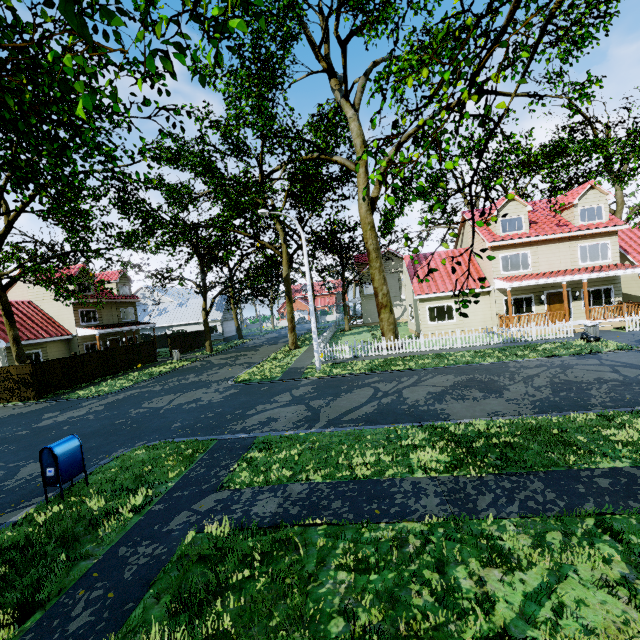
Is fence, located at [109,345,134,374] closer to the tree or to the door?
the tree

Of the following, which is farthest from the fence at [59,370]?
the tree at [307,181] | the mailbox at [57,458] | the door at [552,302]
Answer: the mailbox at [57,458]

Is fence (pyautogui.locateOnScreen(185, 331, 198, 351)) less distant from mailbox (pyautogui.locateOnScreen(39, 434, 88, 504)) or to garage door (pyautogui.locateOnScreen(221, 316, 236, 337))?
garage door (pyautogui.locateOnScreen(221, 316, 236, 337))

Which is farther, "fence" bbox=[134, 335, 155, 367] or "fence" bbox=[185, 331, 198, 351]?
"fence" bbox=[185, 331, 198, 351]

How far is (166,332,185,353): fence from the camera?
32.97m

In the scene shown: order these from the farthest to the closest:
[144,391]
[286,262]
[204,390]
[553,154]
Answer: [553,154] → [286,262] → [144,391] → [204,390]

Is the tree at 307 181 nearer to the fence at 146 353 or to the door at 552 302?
the fence at 146 353
